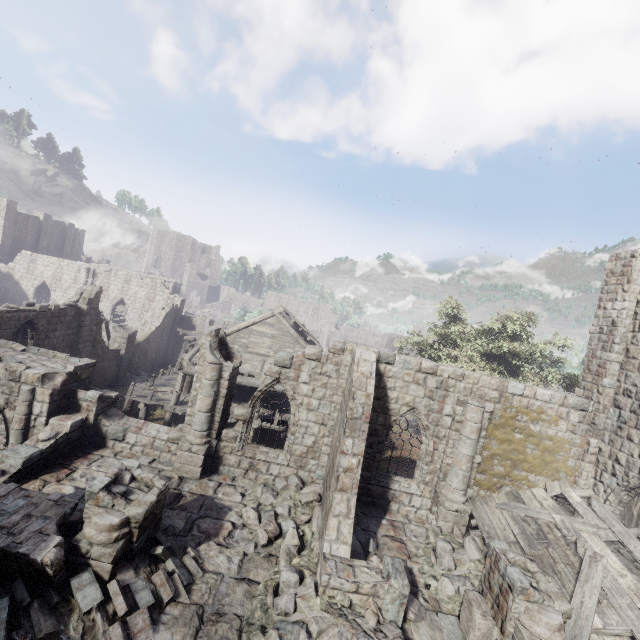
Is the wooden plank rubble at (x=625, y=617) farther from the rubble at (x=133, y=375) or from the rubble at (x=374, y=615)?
the rubble at (x=133, y=375)

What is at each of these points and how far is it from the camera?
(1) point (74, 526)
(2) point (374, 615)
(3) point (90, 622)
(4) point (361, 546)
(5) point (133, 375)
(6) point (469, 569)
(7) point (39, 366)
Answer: (1) rubble, 7.79m
(2) rubble, 7.29m
(3) rubble, 6.15m
(4) rubble, 9.99m
(5) rubble, 27.34m
(6) rubble, 9.64m
(7) stone arch, 11.84m

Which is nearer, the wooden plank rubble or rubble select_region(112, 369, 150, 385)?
the wooden plank rubble

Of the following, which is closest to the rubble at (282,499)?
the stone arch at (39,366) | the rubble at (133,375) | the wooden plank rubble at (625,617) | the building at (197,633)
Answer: the building at (197,633)

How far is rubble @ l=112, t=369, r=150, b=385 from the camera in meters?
26.4 m

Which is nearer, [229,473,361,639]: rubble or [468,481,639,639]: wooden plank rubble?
[229,473,361,639]: rubble

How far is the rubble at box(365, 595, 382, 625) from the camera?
7.2 meters

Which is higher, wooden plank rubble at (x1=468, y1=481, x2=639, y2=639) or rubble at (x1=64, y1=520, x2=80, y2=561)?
wooden plank rubble at (x1=468, y1=481, x2=639, y2=639)
